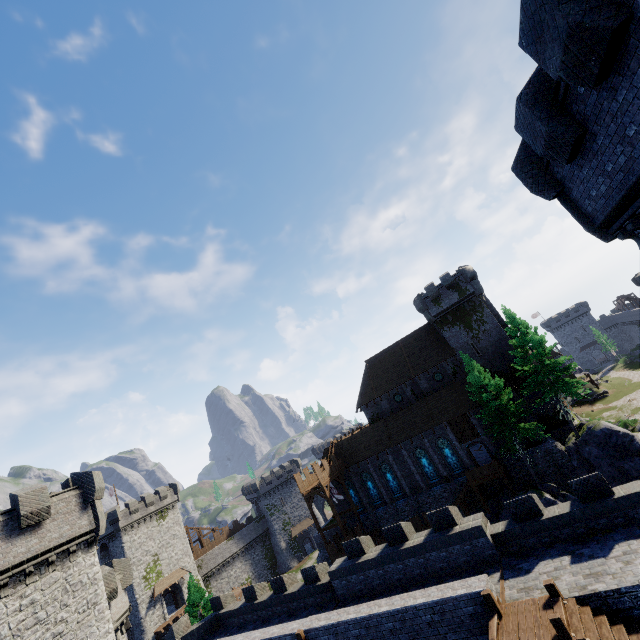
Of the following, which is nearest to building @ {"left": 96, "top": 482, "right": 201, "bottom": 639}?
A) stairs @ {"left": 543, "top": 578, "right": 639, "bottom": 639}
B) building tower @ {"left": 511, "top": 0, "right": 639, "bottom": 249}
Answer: stairs @ {"left": 543, "top": 578, "right": 639, "bottom": 639}

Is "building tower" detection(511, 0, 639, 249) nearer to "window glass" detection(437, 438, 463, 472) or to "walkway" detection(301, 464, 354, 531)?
"window glass" detection(437, 438, 463, 472)

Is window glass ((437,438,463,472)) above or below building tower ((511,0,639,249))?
below

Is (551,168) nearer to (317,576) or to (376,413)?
(317,576)

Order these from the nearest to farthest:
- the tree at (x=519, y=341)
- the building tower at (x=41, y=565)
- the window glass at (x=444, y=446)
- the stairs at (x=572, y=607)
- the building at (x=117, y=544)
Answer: the stairs at (x=572, y=607), the building tower at (x=41, y=565), the tree at (x=519, y=341), the window glass at (x=444, y=446), the building at (x=117, y=544)

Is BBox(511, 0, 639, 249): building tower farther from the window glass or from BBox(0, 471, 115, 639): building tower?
the window glass

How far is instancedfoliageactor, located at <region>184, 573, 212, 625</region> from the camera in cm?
3531

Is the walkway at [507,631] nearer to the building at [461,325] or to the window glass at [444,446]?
the building at [461,325]
